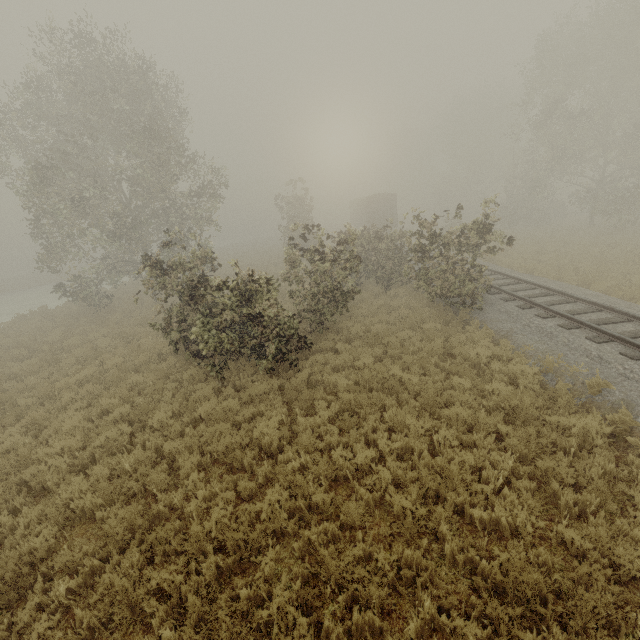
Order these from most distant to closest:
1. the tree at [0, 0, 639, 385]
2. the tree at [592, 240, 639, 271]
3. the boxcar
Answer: the boxcar < the tree at [592, 240, 639, 271] < the tree at [0, 0, 639, 385]

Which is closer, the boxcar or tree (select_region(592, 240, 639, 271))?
tree (select_region(592, 240, 639, 271))

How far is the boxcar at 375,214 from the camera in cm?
3591

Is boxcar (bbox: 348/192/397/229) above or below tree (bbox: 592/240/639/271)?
above

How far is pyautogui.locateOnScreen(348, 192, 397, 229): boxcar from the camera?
35.9m

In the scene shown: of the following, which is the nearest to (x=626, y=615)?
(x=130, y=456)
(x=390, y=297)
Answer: (x=130, y=456)

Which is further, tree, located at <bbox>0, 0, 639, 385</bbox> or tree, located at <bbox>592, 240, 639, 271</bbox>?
tree, located at <bbox>592, 240, 639, 271</bbox>

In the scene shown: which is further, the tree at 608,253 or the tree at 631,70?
the tree at 608,253
